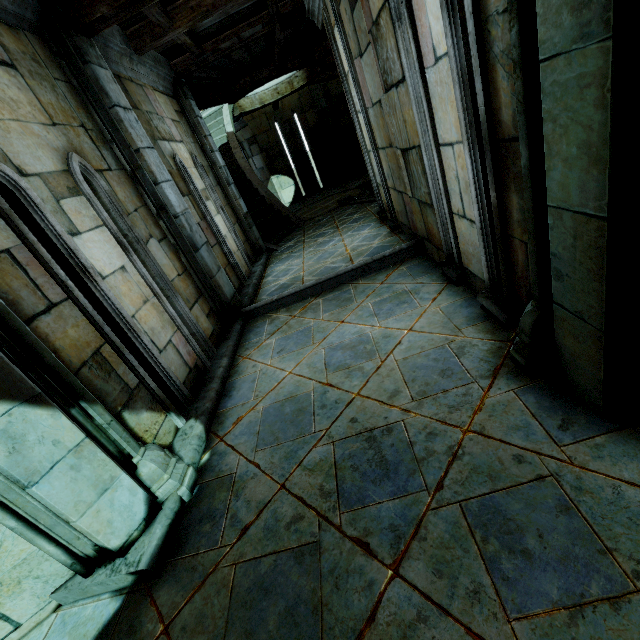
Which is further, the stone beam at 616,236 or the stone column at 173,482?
the stone column at 173,482

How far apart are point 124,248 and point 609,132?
3.7 meters

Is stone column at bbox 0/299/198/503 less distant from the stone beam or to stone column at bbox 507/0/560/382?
the stone beam

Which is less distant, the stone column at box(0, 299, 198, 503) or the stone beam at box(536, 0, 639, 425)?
the stone beam at box(536, 0, 639, 425)

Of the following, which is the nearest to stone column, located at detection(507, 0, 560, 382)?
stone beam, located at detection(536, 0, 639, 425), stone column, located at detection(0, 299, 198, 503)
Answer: stone beam, located at detection(536, 0, 639, 425)

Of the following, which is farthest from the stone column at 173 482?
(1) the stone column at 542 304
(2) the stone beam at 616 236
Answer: (1) the stone column at 542 304
